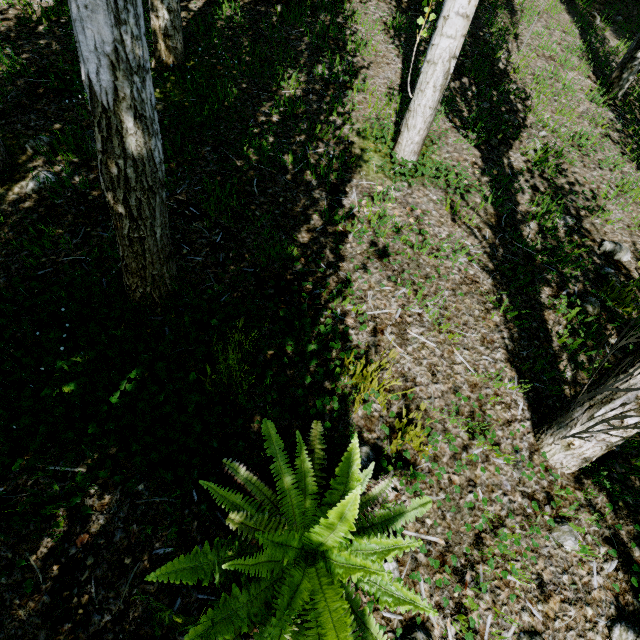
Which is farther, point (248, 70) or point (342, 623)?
point (248, 70)

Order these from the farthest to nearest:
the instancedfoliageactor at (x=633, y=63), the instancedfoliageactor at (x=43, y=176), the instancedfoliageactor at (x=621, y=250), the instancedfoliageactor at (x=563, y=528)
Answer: the instancedfoliageactor at (x=633, y=63), the instancedfoliageactor at (x=621, y=250), the instancedfoliageactor at (x=43, y=176), the instancedfoliageactor at (x=563, y=528)

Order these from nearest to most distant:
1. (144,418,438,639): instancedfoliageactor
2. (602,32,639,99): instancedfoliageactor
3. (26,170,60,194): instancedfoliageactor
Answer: (144,418,438,639): instancedfoliageactor, (26,170,60,194): instancedfoliageactor, (602,32,639,99): instancedfoliageactor

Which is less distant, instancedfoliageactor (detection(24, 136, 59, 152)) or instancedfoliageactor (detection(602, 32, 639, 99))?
instancedfoliageactor (detection(24, 136, 59, 152))

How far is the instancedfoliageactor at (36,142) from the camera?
2.4 meters

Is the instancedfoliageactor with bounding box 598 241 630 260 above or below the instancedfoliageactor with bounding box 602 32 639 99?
below
